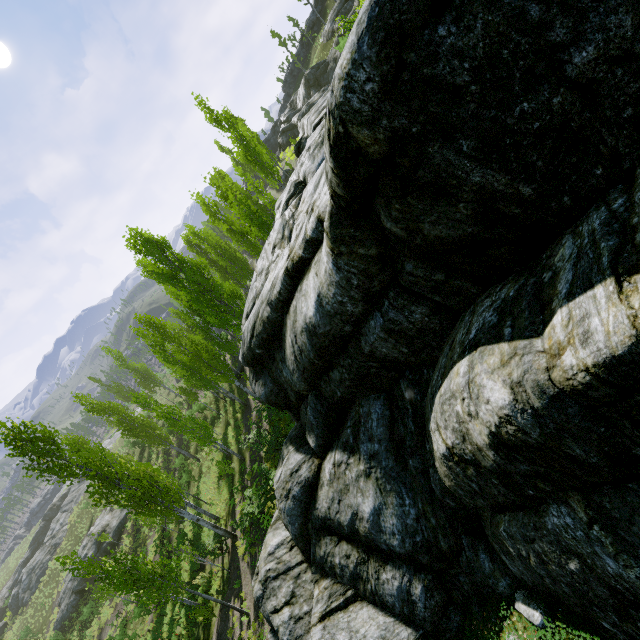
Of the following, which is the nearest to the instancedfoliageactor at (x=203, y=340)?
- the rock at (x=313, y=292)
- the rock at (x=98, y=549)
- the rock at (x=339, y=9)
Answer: the rock at (x=313, y=292)

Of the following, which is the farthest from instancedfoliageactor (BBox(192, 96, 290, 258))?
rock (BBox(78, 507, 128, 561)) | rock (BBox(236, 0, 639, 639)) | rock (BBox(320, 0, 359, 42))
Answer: rock (BBox(320, 0, 359, 42))

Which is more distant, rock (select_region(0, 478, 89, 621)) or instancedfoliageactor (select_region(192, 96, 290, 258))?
rock (select_region(0, 478, 89, 621))

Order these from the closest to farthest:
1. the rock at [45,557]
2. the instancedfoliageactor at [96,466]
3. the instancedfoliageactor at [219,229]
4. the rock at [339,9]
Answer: the instancedfoliageactor at [96,466] → the instancedfoliageactor at [219,229] → the rock at [339,9] → the rock at [45,557]

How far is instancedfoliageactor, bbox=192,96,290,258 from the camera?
19.02m

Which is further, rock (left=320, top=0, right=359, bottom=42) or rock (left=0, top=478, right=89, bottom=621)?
rock (left=0, top=478, right=89, bottom=621)

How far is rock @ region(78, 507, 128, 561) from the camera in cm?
3484

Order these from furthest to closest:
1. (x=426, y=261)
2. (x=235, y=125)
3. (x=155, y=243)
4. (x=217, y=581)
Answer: (x=235, y=125)
(x=155, y=243)
(x=217, y=581)
(x=426, y=261)
